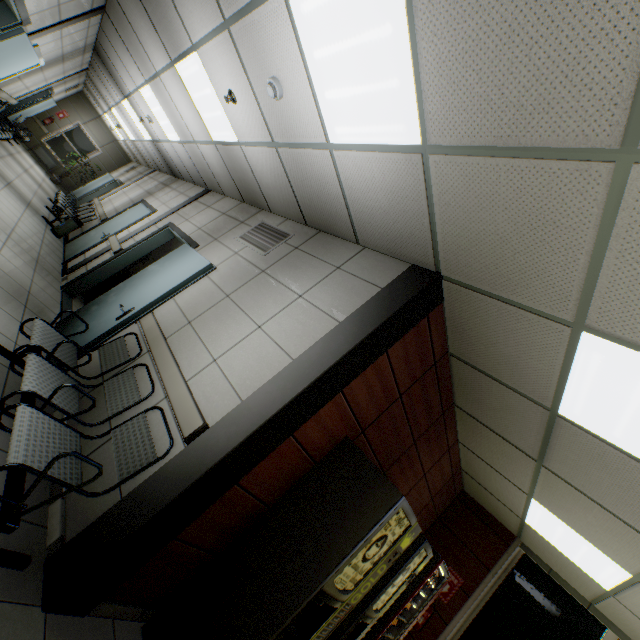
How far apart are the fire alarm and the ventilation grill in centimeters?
149cm

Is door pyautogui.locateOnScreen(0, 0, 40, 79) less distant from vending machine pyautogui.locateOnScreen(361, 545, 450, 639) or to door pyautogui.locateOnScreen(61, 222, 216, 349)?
door pyautogui.locateOnScreen(61, 222, 216, 349)

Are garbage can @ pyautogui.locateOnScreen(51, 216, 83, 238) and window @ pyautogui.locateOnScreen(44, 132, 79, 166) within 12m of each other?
yes

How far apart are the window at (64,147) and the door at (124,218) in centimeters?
983cm

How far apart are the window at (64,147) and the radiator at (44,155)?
0.14m

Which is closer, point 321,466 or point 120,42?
point 321,466

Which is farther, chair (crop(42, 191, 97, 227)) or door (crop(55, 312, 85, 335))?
chair (crop(42, 191, 97, 227))

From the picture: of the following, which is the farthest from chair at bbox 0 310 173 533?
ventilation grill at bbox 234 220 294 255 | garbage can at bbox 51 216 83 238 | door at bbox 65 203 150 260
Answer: garbage can at bbox 51 216 83 238
